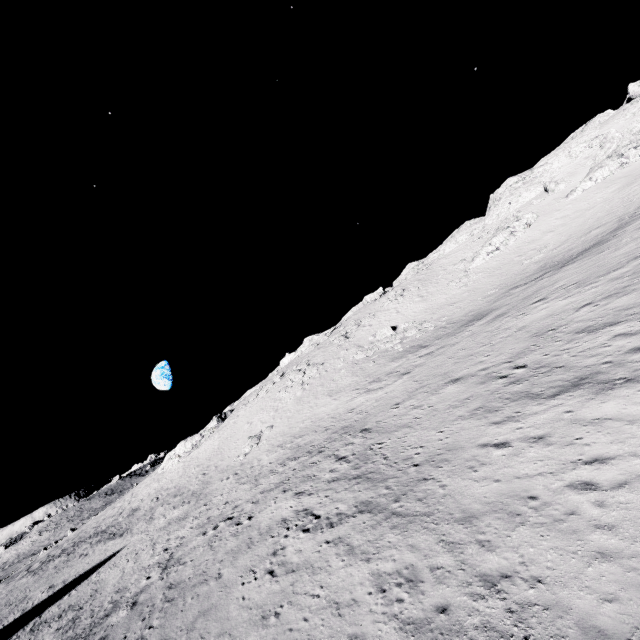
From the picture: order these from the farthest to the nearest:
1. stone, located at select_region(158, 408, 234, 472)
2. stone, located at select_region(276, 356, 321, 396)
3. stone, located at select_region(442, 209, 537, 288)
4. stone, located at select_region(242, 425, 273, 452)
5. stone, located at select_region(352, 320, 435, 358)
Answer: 1. stone, located at select_region(158, 408, 234, 472)
2. stone, located at select_region(442, 209, 537, 288)
3. stone, located at select_region(276, 356, 321, 396)
4. stone, located at select_region(352, 320, 435, 358)
5. stone, located at select_region(242, 425, 273, 452)

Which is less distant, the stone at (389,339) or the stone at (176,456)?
the stone at (389,339)

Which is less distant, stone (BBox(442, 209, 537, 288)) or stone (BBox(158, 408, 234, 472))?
stone (BBox(442, 209, 537, 288))

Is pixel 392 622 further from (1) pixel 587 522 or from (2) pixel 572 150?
(2) pixel 572 150

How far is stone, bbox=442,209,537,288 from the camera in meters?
46.7 m

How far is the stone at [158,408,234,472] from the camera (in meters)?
52.19

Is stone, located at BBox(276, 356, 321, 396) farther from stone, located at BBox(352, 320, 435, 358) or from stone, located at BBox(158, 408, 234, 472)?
stone, located at BBox(158, 408, 234, 472)

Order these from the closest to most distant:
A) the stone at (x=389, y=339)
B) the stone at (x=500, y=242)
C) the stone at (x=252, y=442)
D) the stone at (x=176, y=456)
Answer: the stone at (x=252, y=442)
the stone at (x=389, y=339)
the stone at (x=500, y=242)
the stone at (x=176, y=456)
